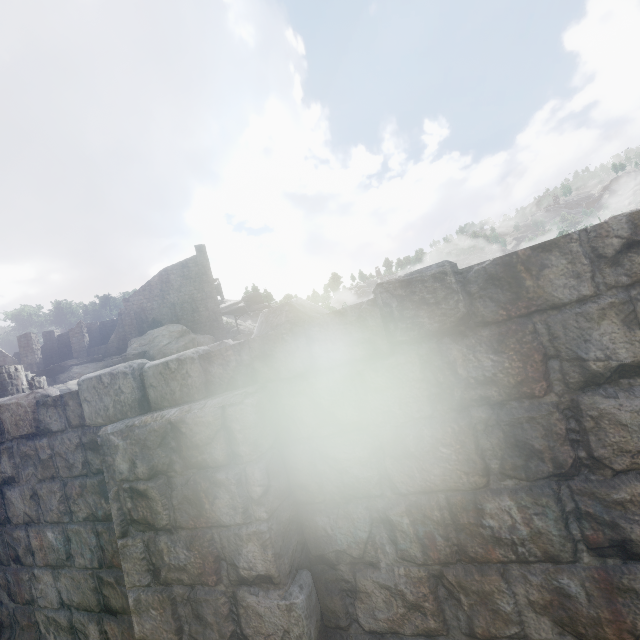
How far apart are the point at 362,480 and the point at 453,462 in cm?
55
